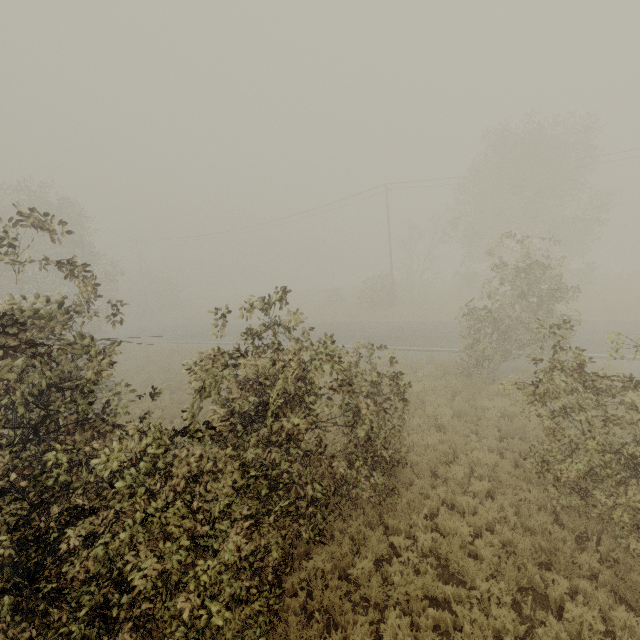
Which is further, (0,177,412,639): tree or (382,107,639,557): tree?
(382,107,639,557): tree

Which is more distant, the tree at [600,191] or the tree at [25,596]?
the tree at [600,191]

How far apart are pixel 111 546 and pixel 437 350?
17.3m
